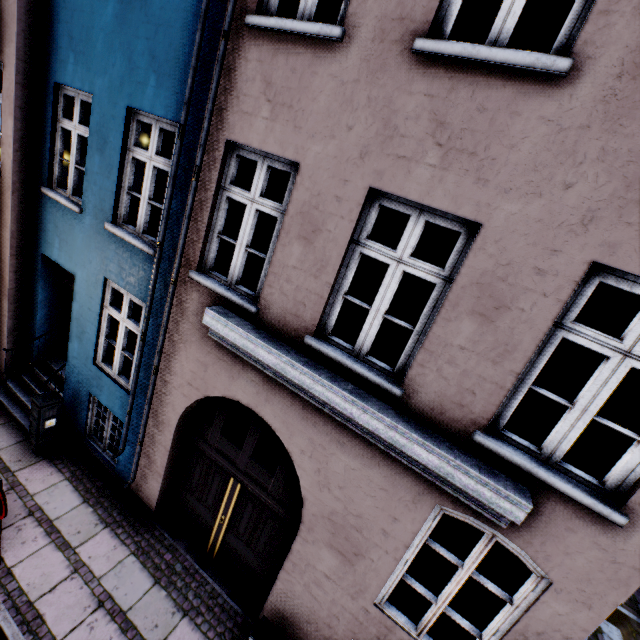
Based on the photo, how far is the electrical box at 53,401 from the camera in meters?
5.9 m

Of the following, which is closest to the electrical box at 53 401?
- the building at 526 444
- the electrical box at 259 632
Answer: the building at 526 444

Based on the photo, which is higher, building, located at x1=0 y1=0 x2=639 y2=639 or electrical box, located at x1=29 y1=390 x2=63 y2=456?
building, located at x1=0 y1=0 x2=639 y2=639

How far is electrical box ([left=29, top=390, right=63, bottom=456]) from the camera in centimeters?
586cm

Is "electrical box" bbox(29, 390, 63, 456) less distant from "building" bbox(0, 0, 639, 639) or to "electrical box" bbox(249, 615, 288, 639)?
"building" bbox(0, 0, 639, 639)

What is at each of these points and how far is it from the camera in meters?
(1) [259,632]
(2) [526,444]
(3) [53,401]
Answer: (1) electrical box, 4.3
(2) building, 3.0
(3) electrical box, 5.9

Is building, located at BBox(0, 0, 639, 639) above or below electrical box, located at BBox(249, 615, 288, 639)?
above
